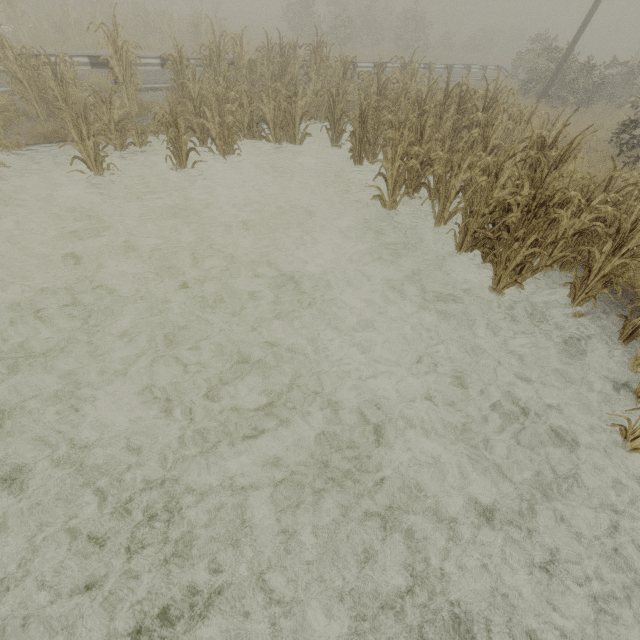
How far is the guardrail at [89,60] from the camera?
9.1m

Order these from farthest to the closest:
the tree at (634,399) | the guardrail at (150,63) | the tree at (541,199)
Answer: the guardrail at (150,63) → the tree at (541,199) → the tree at (634,399)

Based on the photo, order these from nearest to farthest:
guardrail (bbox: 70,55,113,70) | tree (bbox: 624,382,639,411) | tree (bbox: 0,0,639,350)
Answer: tree (bbox: 624,382,639,411)
tree (bbox: 0,0,639,350)
guardrail (bbox: 70,55,113,70)

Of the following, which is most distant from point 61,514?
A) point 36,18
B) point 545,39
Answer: point 545,39

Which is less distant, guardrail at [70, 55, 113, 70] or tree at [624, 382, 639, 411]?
tree at [624, 382, 639, 411]

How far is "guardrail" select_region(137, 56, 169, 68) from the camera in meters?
9.9

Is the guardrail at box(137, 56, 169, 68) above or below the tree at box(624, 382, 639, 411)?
above
